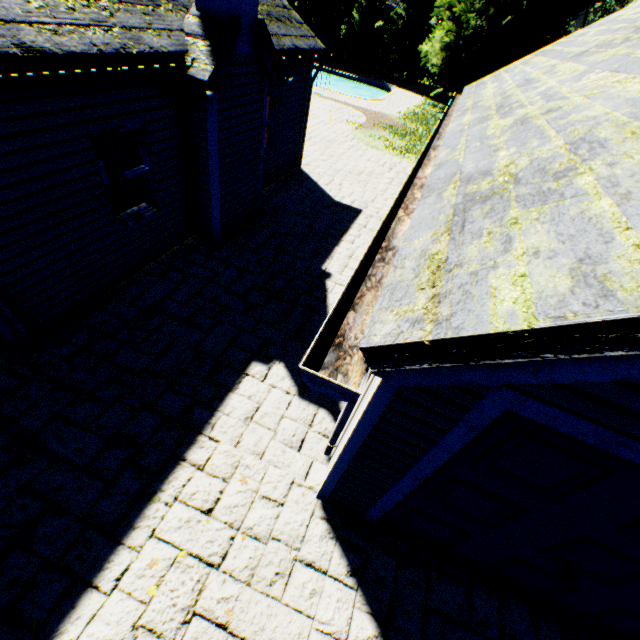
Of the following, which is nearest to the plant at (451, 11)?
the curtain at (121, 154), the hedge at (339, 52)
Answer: the hedge at (339, 52)

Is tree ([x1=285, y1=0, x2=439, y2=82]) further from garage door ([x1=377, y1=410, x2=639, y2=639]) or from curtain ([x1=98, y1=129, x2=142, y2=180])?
curtain ([x1=98, y1=129, x2=142, y2=180])

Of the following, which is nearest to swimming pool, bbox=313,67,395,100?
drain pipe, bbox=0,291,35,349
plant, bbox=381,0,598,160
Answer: plant, bbox=381,0,598,160

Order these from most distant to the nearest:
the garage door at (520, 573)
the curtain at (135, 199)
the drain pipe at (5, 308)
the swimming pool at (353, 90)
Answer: the swimming pool at (353, 90) < the curtain at (135, 199) < the drain pipe at (5, 308) < the garage door at (520, 573)

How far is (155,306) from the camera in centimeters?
583cm

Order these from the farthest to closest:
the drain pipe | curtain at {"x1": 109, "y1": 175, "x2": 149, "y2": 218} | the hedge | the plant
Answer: the hedge < the plant < curtain at {"x1": 109, "y1": 175, "x2": 149, "y2": 218} < the drain pipe

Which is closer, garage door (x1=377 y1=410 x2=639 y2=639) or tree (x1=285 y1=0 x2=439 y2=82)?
garage door (x1=377 y1=410 x2=639 y2=639)

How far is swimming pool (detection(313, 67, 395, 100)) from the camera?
25.2m
